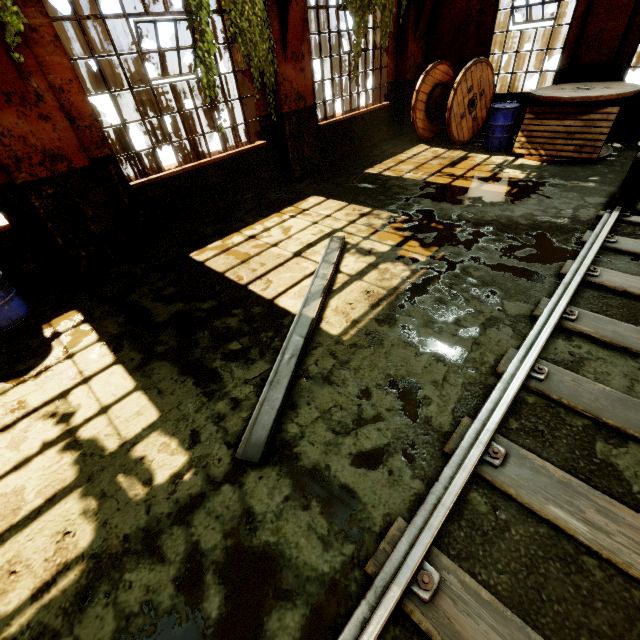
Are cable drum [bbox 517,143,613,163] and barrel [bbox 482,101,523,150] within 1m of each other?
yes

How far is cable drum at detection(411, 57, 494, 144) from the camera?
8.1m

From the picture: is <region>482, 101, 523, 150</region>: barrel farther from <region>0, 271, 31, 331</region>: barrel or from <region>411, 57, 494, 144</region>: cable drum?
<region>0, 271, 31, 331</region>: barrel

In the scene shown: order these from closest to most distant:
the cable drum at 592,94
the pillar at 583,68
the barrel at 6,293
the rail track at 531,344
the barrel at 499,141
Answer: the rail track at 531,344 → the barrel at 6,293 → the cable drum at 592,94 → the pillar at 583,68 → the barrel at 499,141

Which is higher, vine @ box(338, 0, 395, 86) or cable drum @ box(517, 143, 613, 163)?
vine @ box(338, 0, 395, 86)

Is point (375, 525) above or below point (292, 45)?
below

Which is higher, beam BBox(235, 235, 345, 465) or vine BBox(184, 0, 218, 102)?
vine BBox(184, 0, 218, 102)

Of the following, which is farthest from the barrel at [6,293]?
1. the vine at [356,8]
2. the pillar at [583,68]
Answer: the pillar at [583,68]
